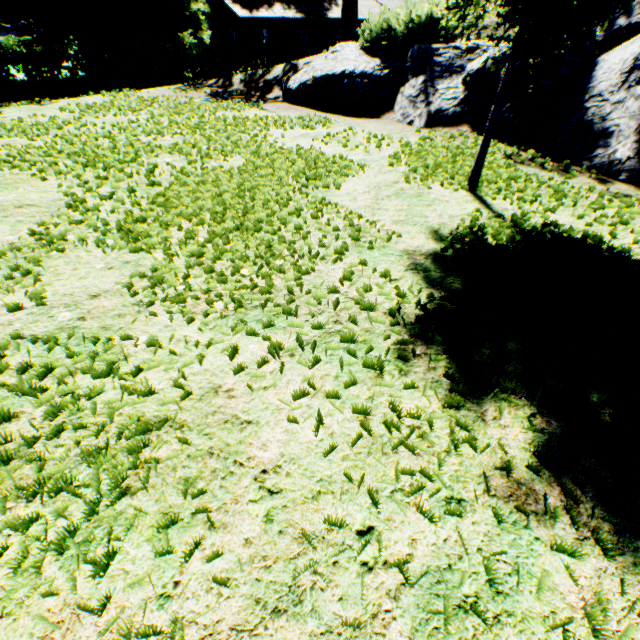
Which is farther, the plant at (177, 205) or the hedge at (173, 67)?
the hedge at (173, 67)

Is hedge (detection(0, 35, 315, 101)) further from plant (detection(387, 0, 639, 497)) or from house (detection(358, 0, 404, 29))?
house (detection(358, 0, 404, 29))

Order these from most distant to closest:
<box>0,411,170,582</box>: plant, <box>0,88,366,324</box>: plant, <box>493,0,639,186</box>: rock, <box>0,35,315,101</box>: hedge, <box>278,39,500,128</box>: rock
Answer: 1. <box>0,35,315,101</box>: hedge
2. <box>278,39,500,128</box>: rock
3. <box>493,0,639,186</box>: rock
4. <box>0,88,366,324</box>: plant
5. <box>0,411,170,582</box>: plant

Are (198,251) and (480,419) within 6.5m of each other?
yes

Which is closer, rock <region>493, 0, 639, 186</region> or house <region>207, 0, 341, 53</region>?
rock <region>493, 0, 639, 186</region>

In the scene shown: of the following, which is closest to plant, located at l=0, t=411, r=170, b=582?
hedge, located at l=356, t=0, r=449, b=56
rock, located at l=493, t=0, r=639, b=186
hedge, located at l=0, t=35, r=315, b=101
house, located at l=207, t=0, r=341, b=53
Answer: rock, located at l=493, t=0, r=639, b=186

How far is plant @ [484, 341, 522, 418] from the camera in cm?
189

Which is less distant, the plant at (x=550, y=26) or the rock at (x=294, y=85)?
the plant at (x=550, y=26)
